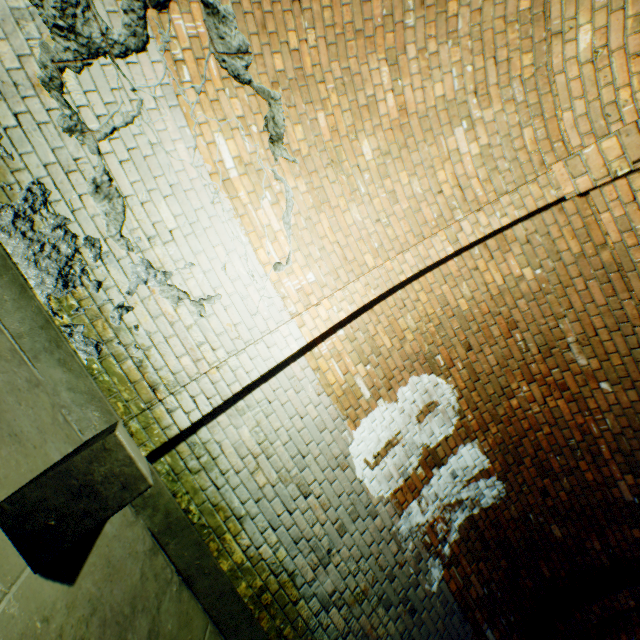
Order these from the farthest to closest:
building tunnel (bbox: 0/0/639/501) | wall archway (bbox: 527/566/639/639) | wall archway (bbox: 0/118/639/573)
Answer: wall archway (bbox: 527/566/639/639) < building tunnel (bbox: 0/0/639/501) < wall archway (bbox: 0/118/639/573)

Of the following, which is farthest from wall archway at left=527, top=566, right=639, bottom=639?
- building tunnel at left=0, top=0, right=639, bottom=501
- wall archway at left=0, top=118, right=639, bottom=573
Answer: wall archway at left=0, top=118, right=639, bottom=573

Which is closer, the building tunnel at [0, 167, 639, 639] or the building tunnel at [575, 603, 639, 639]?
the building tunnel at [0, 167, 639, 639]

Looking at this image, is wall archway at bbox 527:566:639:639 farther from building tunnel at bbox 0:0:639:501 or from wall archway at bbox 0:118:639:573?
wall archway at bbox 0:118:639:573

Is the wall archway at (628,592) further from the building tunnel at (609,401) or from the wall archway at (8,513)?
the wall archway at (8,513)

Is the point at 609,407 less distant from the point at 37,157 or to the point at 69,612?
the point at 69,612
